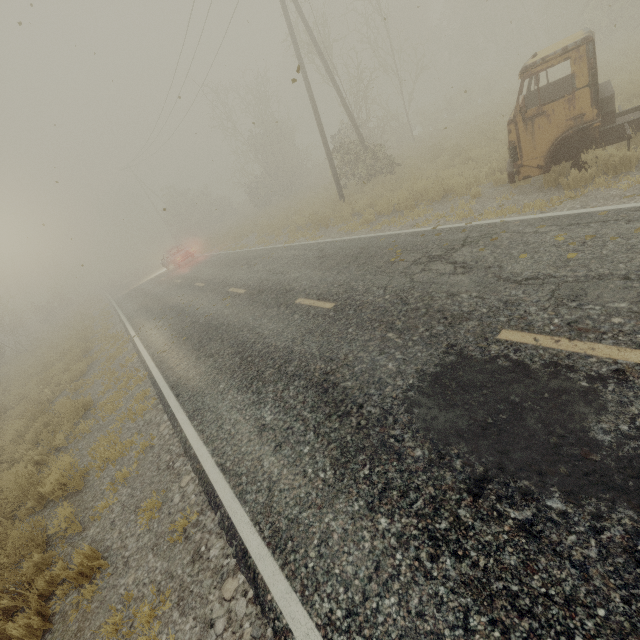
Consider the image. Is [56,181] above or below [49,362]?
above

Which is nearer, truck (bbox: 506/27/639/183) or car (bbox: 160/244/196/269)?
truck (bbox: 506/27/639/183)

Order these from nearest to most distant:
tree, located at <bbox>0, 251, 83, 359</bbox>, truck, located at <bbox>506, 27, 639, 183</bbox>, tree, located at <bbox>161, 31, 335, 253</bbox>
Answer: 1. truck, located at <bbox>506, 27, 639, 183</bbox>
2. tree, located at <bbox>0, 251, 83, 359</bbox>
3. tree, located at <bbox>161, 31, 335, 253</bbox>

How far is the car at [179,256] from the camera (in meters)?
24.14

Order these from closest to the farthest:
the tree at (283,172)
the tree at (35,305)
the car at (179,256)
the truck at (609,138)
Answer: the truck at (609,138), the car at (179,256), the tree at (35,305), the tree at (283,172)

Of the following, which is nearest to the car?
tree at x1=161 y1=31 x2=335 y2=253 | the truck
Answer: tree at x1=161 y1=31 x2=335 y2=253

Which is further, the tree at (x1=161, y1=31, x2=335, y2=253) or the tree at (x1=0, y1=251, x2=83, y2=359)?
the tree at (x1=161, y1=31, x2=335, y2=253)

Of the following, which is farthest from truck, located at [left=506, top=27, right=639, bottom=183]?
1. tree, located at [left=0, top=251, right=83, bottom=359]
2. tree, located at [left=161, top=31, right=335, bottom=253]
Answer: tree, located at [left=0, top=251, right=83, bottom=359]
